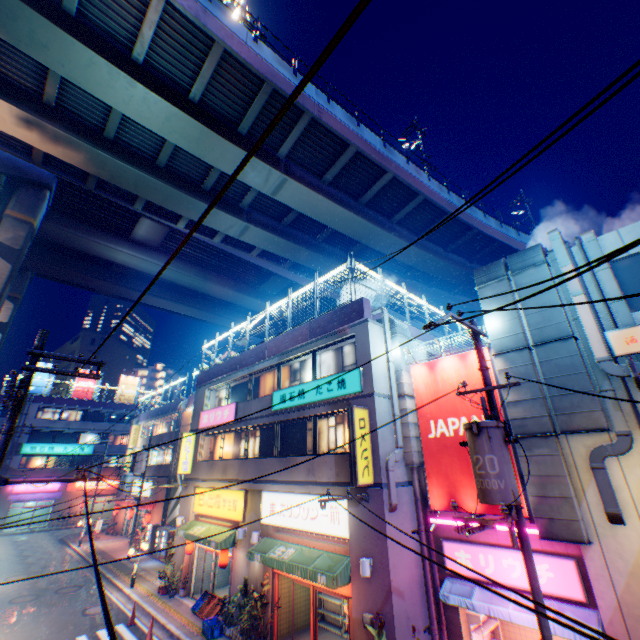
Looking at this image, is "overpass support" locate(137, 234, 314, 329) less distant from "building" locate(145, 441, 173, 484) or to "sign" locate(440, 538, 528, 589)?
"building" locate(145, 441, 173, 484)

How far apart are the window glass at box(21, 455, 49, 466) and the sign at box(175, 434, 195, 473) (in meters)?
35.51

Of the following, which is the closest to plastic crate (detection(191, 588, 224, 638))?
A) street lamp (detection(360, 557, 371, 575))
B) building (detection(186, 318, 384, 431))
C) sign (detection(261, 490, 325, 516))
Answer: building (detection(186, 318, 384, 431))

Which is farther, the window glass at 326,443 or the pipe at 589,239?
the window glass at 326,443

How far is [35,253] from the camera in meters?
29.9

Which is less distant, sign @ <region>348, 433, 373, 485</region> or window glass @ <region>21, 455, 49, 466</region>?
sign @ <region>348, 433, 373, 485</region>

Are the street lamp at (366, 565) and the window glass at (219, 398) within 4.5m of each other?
no

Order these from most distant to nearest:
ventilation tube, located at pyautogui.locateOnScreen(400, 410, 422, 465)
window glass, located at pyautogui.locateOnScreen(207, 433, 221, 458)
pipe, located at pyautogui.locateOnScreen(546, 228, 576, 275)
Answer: window glass, located at pyautogui.locateOnScreen(207, 433, 221, 458) → ventilation tube, located at pyautogui.locateOnScreen(400, 410, 422, 465) → pipe, located at pyautogui.locateOnScreen(546, 228, 576, 275)
